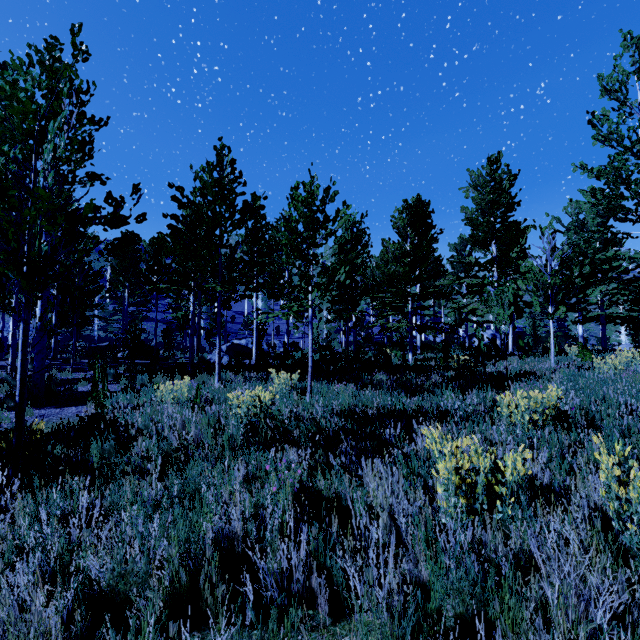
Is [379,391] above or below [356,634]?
above
